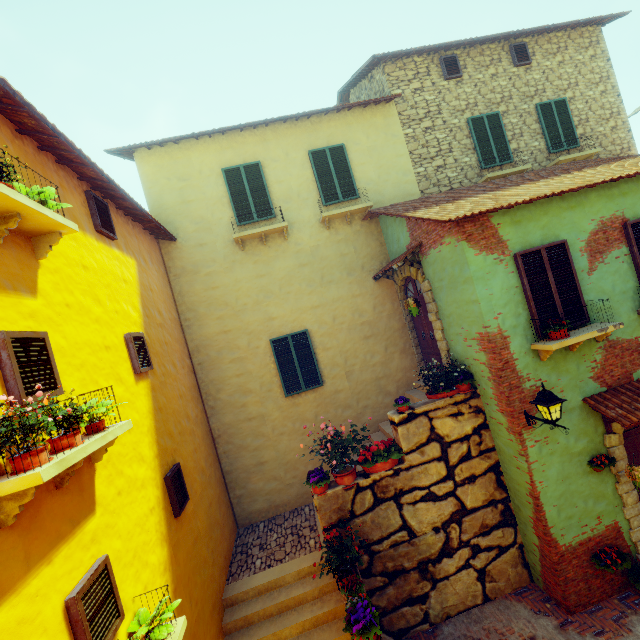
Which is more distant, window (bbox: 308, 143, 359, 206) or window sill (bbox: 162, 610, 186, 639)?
window (bbox: 308, 143, 359, 206)

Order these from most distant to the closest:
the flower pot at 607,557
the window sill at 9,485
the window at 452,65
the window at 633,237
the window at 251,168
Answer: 1. the window at 452,65
2. the window at 251,168
3. the window at 633,237
4. the flower pot at 607,557
5. the window sill at 9,485

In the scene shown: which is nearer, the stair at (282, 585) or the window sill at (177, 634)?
the window sill at (177, 634)

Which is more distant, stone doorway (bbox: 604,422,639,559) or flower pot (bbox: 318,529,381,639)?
stone doorway (bbox: 604,422,639,559)

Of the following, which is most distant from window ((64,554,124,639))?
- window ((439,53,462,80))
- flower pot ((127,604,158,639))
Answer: window ((439,53,462,80))

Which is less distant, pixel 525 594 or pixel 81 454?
pixel 81 454

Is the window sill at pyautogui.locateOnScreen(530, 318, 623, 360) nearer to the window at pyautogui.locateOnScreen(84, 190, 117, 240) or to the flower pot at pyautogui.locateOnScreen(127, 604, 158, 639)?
the window at pyautogui.locateOnScreen(84, 190, 117, 240)

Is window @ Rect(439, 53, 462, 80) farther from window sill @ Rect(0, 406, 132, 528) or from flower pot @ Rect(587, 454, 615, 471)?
window sill @ Rect(0, 406, 132, 528)
